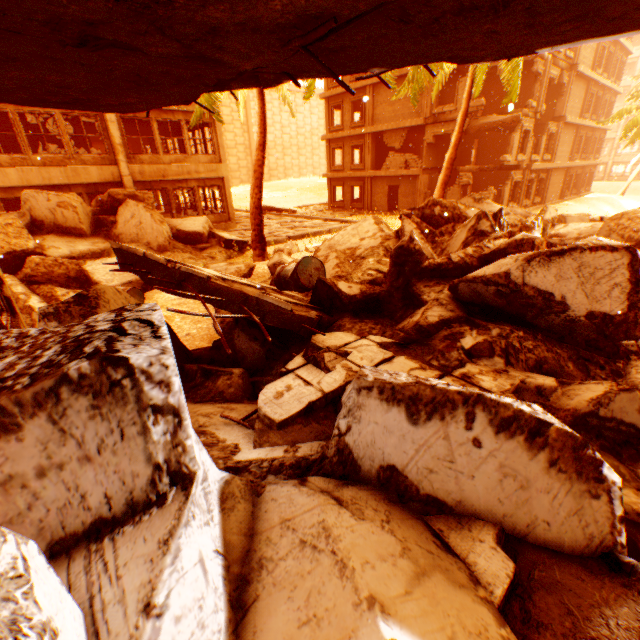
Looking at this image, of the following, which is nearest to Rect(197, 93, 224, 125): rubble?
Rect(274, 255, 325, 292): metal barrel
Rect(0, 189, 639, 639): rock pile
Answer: Rect(0, 189, 639, 639): rock pile

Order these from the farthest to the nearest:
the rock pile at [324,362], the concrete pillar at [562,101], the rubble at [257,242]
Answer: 1. the concrete pillar at [562,101]
2. the rubble at [257,242]
3. the rock pile at [324,362]

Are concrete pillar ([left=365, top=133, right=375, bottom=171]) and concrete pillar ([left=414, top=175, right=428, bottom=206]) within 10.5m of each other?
yes

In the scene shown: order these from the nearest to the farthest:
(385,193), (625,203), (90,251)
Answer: (90,251) < (385,193) < (625,203)

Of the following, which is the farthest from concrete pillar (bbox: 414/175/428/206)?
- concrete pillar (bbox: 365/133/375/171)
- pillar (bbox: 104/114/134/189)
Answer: pillar (bbox: 104/114/134/189)

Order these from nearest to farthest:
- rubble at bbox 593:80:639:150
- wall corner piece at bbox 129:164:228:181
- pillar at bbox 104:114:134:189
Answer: pillar at bbox 104:114:134:189
wall corner piece at bbox 129:164:228:181
rubble at bbox 593:80:639:150

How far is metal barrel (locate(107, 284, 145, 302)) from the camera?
7.37m

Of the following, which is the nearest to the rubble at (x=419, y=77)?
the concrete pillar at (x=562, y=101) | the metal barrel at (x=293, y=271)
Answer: the concrete pillar at (x=562, y=101)
